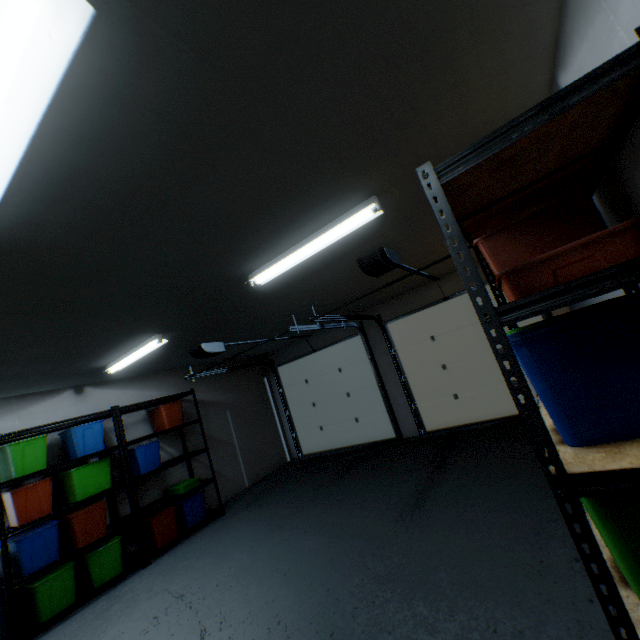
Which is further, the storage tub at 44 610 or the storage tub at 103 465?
the storage tub at 103 465

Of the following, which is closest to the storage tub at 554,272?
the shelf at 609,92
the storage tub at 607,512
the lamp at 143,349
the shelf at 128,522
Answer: the shelf at 609,92

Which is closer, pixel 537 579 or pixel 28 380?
pixel 537 579

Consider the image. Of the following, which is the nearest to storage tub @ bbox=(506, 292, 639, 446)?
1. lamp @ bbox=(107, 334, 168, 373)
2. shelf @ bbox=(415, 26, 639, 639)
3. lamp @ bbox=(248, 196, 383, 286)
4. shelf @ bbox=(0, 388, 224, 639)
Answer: shelf @ bbox=(415, 26, 639, 639)

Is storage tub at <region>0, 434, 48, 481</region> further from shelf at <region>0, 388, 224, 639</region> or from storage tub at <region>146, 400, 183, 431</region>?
storage tub at <region>146, 400, 183, 431</region>

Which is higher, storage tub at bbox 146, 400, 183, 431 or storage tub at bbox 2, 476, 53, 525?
storage tub at bbox 146, 400, 183, 431

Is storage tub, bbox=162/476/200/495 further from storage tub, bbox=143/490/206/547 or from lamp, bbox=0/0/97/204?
lamp, bbox=0/0/97/204

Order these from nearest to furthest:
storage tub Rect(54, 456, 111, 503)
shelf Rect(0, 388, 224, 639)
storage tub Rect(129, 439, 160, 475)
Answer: shelf Rect(0, 388, 224, 639), storage tub Rect(54, 456, 111, 503), storage tub Rect(129, 439, 160, 475)
